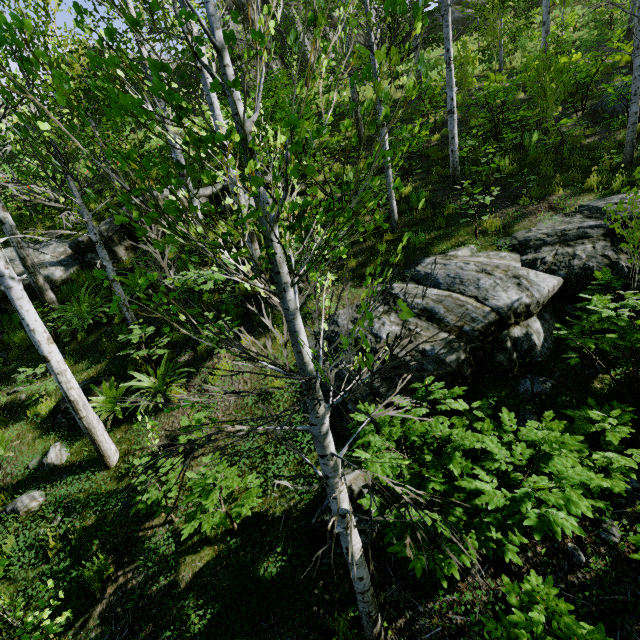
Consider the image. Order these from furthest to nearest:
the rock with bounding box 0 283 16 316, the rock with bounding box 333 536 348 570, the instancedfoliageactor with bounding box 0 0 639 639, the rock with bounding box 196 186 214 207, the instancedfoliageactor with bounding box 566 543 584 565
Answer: the rock with bounding box 196 186 214 207 < the rock with bounding box 0 283 16 316 < the rock with bounding box 333 536 348 570 < the instancedfoliageactor with bounding box 566 543 584 565 < the instancedfoliageactor with bounding box 0 0 639 639

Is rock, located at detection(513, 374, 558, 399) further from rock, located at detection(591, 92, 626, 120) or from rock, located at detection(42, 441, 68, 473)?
rock, located at detection(42, 441, 68, 473)

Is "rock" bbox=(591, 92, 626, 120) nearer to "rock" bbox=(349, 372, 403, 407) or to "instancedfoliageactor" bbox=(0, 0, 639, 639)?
"rock" bbox=(349, 372, 403, 407)

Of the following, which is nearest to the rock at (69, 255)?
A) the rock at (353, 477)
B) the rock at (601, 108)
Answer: the rock at (353, 477)

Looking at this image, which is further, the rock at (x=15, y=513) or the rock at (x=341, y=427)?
the rock at (x=15, y=513)

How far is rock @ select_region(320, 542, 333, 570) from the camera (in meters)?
3.88

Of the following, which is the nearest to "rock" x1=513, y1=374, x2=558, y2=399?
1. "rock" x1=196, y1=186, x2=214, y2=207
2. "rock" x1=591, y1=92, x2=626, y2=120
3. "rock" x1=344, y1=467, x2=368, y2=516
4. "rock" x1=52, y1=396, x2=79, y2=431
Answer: "rock" x1=344, y1=467, x2=368, y2=516

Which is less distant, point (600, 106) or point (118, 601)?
point (118, 601)
